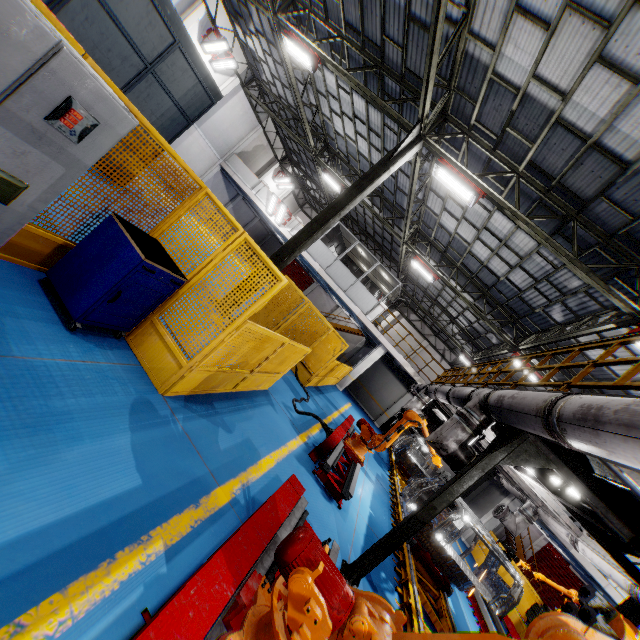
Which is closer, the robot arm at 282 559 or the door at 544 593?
the robot arm at 282 559

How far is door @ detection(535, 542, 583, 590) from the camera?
25.2 meters

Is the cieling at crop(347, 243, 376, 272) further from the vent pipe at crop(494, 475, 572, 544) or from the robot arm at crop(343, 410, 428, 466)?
the robot arm at crop(343, 410, 428, 466)

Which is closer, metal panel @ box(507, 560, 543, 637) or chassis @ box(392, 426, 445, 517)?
chassis @ box(392, 426, 445, 517)

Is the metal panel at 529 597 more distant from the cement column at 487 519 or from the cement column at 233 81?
the cement column at 233 81

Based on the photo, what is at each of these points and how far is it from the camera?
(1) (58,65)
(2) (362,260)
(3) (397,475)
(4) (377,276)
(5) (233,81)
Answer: (1) cabinet, 2.2 meters
(2) cieling, 23.9 meters
(3) platform, 13.1 meters
(4) cieling, 23.6 meters
(5) cement column, 20.1 meters

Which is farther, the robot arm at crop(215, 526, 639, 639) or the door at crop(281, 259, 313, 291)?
the door at crop(281, 259, 313, 291)

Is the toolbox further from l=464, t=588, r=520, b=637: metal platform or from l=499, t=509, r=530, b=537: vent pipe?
l=464, t=588, r=520, b=637: metal platform
